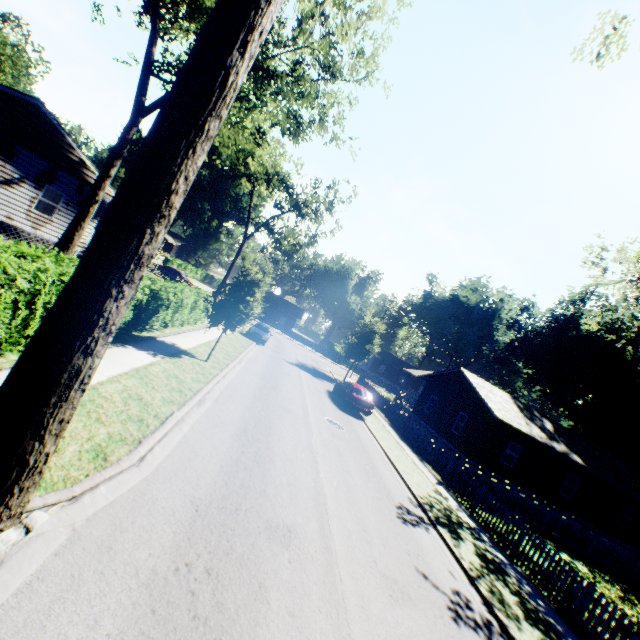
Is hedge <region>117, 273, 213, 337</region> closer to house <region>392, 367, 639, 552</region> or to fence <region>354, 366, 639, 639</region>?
fence <region>354, 366, 639, 639</region>

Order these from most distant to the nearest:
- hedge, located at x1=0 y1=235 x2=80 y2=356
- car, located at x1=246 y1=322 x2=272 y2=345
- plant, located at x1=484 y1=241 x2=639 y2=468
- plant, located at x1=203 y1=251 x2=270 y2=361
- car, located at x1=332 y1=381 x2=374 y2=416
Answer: plant, located at x1=484 y1=241 x2=639 y2=468, car, located at x1=246 y1=322 x2=272 y2=345, car, located at x1=332 y1=381 x2=374 y2=416, plant, located at x1=203 y1=251 x2=270 y2=361, hedge, located at x1=0 y1=235 x2=80 y2=356

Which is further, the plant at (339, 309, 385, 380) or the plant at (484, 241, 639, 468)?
the plant at (339, 309, 385, 380)

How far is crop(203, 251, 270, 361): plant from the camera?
14.2 meters

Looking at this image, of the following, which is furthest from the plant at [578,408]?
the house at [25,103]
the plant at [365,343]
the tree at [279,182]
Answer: the tree at [279,182]

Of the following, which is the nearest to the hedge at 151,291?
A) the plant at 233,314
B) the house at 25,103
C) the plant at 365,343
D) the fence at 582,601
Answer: the fence at 582,601

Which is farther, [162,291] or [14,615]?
[162,291]

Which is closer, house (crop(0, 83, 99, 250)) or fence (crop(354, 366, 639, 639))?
fence (crop(354, 366, 639, 639))
